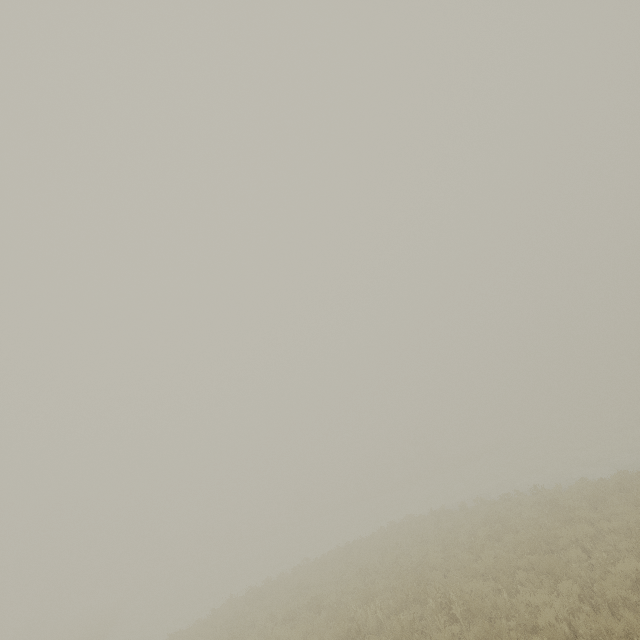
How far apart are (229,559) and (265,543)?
6.00m
